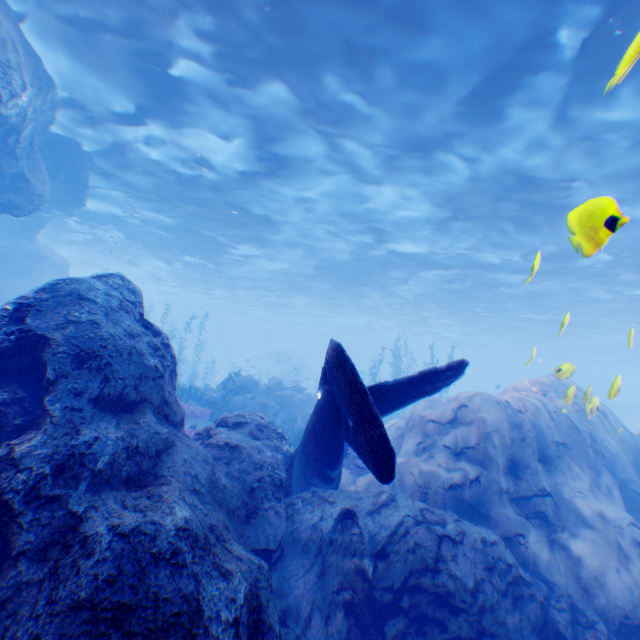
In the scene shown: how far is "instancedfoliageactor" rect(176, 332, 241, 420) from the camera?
14.65m

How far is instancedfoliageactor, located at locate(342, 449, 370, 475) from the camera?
10.1m

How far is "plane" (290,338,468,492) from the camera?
3.8m

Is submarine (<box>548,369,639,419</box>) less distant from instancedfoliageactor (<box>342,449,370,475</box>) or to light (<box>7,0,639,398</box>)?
light (<box>7,0,639,398</box>)

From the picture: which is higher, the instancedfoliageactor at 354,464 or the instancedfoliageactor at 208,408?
the instancedfoliageactor at 208,408

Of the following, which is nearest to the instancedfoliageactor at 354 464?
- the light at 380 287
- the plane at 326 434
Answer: the plane at 326 434

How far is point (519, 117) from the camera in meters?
10.1 m

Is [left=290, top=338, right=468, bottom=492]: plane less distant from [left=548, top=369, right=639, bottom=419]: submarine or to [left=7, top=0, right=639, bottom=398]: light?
[left=7, top=0, right=639, bottom=398]: light
